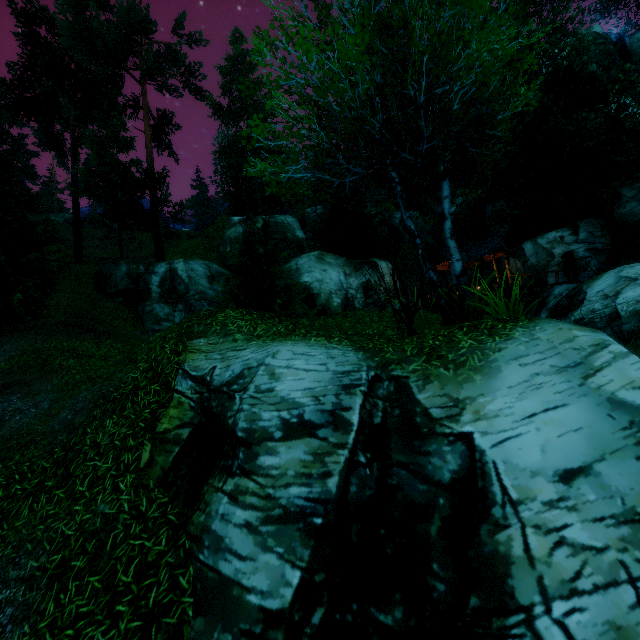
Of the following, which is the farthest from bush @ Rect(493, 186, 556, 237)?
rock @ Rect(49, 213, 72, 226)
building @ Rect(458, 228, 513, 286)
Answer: rock @ Rect(49, 213, 72, 226)

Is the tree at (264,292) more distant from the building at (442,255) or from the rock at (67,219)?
the rock at (67,219)

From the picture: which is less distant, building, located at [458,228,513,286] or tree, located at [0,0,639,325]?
tree, located at [0,0,639,325]

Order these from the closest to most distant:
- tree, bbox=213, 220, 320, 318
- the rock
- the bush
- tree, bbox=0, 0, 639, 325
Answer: tree, bbox=0, 0, 639, 325, tree, bbox=213, 220, 320, 318, the bush, the rock

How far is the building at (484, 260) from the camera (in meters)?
25.35

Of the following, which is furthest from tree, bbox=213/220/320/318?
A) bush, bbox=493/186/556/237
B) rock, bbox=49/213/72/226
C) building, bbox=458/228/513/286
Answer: rock, bbox=49/213/72/226

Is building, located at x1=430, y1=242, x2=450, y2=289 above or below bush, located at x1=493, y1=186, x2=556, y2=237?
below

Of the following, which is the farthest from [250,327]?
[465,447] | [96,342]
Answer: → [96,342]
